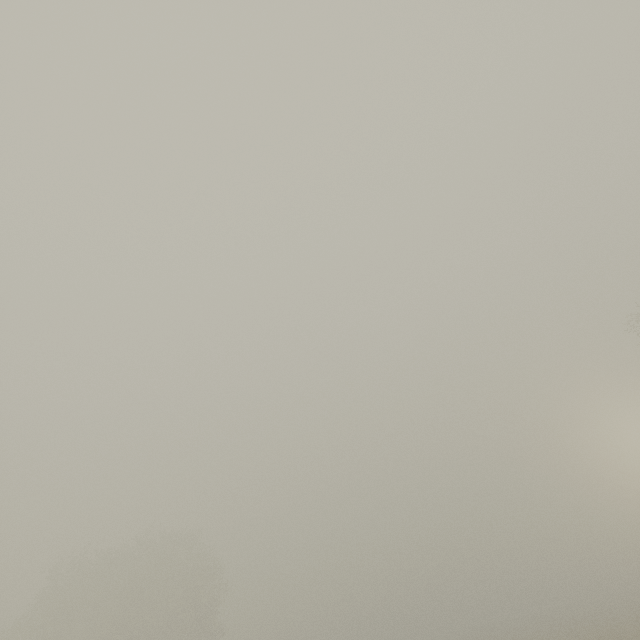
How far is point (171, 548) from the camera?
37.8m
